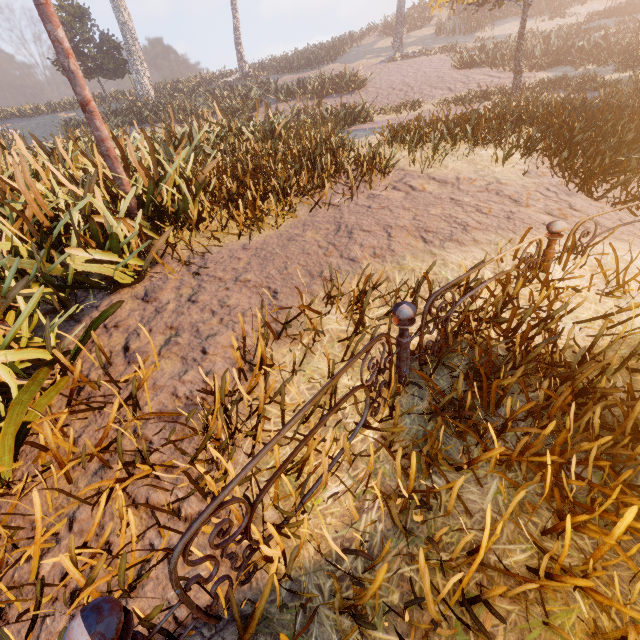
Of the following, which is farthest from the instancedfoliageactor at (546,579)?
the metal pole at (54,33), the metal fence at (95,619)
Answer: the metal pole at (54,33)

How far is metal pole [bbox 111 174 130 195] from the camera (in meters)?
3.97

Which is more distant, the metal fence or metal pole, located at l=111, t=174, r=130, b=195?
metal pole, located at l=111, t=174, r=130, b=195

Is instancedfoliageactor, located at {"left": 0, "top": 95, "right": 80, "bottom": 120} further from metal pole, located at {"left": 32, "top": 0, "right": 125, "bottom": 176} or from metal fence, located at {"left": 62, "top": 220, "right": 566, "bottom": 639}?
metal pole, located at {"left": 32, "top": 0, "right": 125, "bottom": 176}

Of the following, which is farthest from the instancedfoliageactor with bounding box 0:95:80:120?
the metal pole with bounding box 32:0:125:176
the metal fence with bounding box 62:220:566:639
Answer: the metal pole with bounding box 32:0:125:176

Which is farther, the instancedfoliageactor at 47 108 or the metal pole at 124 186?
the instancedfoliageactor at 47 108

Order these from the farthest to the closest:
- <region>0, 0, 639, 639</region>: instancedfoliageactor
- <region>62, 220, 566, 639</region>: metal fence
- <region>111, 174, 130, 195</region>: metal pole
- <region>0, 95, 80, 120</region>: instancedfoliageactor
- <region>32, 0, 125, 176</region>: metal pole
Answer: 1. <region>0, 95, 80, 120</region>: instancedfoliageactor
2. <region>111, 174, 130, 195</region>: metal pole
3. <region>32, 0, 125, 176</region>: metal pole
4. <region>0, 0, 639, 639</region>: instancedfoliageactor
5. <region>62, 220, 566, 639</region>: metal fence

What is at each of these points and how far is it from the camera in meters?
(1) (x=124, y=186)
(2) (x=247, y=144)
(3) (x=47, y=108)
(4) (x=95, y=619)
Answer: (1) metal pole, 4.0
(2) instancedfoliageactor, 7.0
(3) instancedfoliageactor, 29.8
(4) metal fence, 0.9
